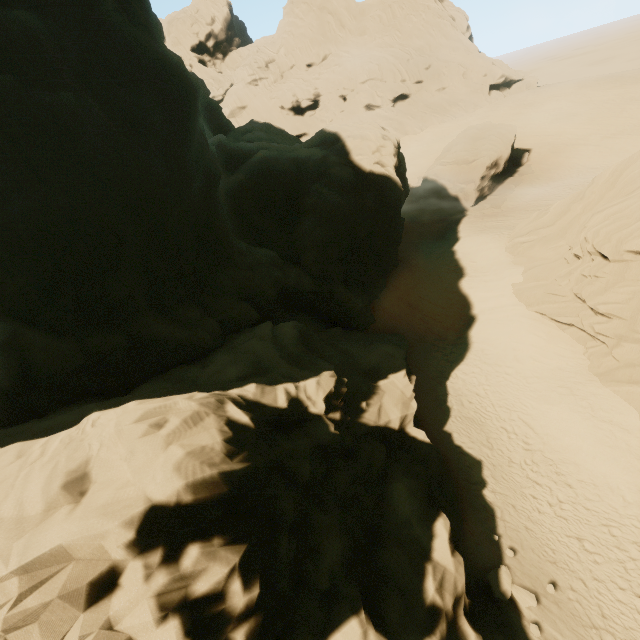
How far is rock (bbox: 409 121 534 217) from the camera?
33.2 meters

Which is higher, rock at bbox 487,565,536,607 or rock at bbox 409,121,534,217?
rock at bbox 409,121,534,217

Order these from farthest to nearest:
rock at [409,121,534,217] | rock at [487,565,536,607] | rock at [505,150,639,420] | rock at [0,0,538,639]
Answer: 1. rock at [409,121,534,217]
2. rock at [505,150,639,420]
3. rock at [487,565,536,607]
4. rock at [0,0,538,639]

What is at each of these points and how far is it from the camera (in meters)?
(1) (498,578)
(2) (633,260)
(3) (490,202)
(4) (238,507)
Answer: (1) rock, 11.54
(2) rock, 14.12
(3) rock, 33.31
(4) rock, 7.53

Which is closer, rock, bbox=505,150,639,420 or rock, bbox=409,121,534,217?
rock, bbox=505,150,639,420

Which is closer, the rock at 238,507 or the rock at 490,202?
the rock at 238,507

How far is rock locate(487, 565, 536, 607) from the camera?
11.01m

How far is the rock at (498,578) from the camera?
11.0m
